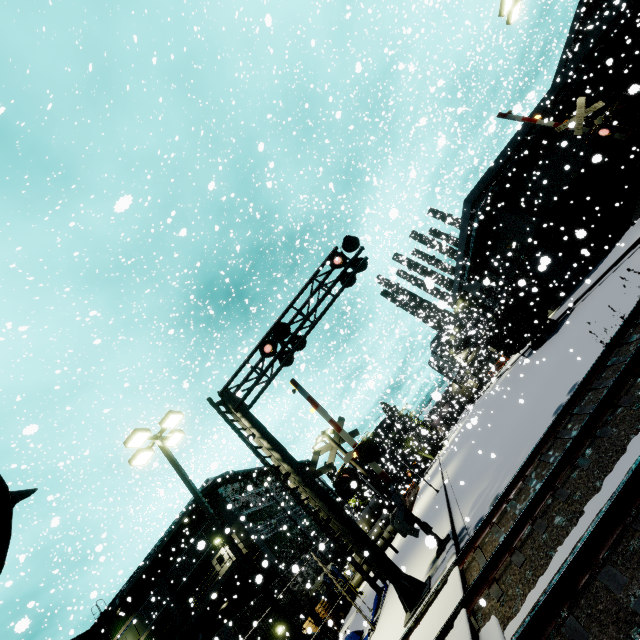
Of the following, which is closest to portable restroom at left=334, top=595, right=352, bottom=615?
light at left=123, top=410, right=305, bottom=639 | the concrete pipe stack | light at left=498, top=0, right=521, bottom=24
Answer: the concrete pipe stack

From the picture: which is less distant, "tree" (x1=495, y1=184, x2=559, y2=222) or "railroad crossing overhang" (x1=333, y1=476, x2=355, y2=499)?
"railroad crossing overhang" (x1=333, y1=476, x2=355, y2=499)

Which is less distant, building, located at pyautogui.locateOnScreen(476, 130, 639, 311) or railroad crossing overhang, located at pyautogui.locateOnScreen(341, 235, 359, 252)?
railroad crossing overhang, located at pyautogui.locateOnScreen(341, 235, 359, 252)

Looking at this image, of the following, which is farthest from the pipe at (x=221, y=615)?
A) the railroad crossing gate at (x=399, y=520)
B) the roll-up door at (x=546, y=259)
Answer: the roll-up door at (x=546, y=259)

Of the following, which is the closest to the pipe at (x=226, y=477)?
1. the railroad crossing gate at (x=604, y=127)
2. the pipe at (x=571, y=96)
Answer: the pipe at (x=571, y=96)

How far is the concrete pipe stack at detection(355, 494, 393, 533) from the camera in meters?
33.9

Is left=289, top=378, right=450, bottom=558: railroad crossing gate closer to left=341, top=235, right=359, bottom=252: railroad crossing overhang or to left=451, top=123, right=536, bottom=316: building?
left=341, top=235, right=359, bottom=252: railroad crossing overhang

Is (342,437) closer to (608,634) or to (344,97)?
(608,634)
